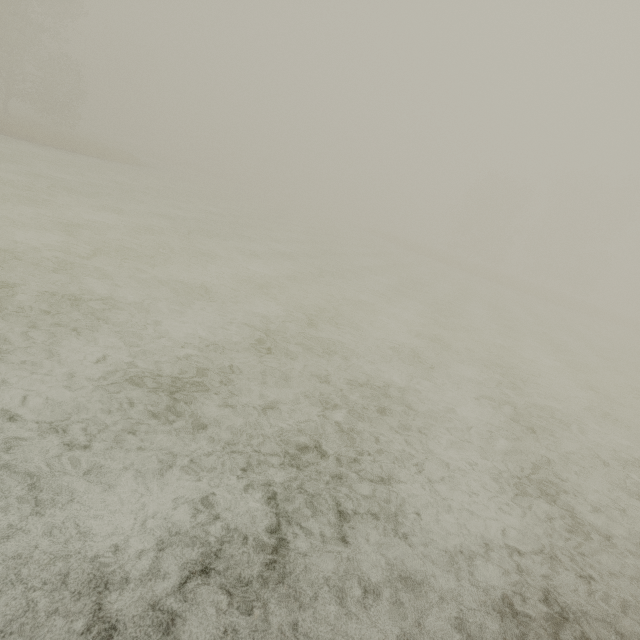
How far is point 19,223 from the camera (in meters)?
8.34
